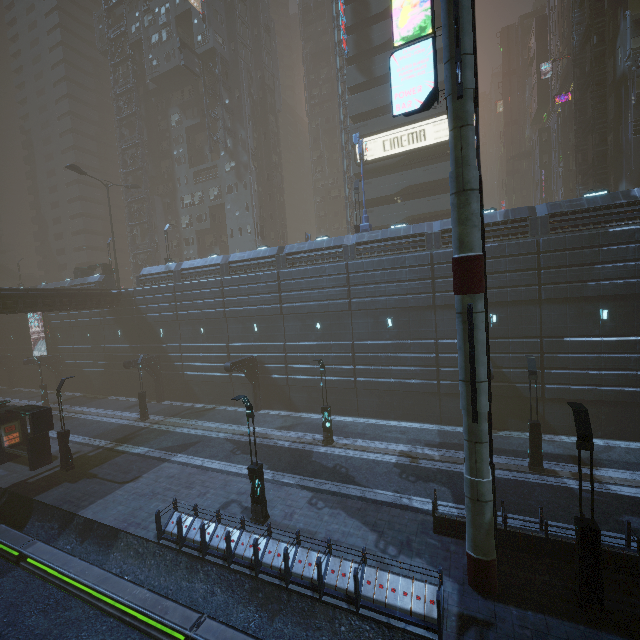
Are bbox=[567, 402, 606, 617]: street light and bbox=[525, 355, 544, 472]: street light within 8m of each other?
yes

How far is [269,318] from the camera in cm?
2736

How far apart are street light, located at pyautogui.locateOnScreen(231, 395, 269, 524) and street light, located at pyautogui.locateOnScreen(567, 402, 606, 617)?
10.6 meters

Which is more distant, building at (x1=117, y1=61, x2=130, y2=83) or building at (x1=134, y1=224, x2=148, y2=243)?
building at (x1=134, y1=224, x2=148, y2=243)

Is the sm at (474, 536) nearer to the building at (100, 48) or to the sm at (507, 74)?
the building at (100, 48)

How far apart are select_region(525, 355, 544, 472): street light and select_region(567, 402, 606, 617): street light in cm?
668

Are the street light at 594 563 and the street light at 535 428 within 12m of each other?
yes
